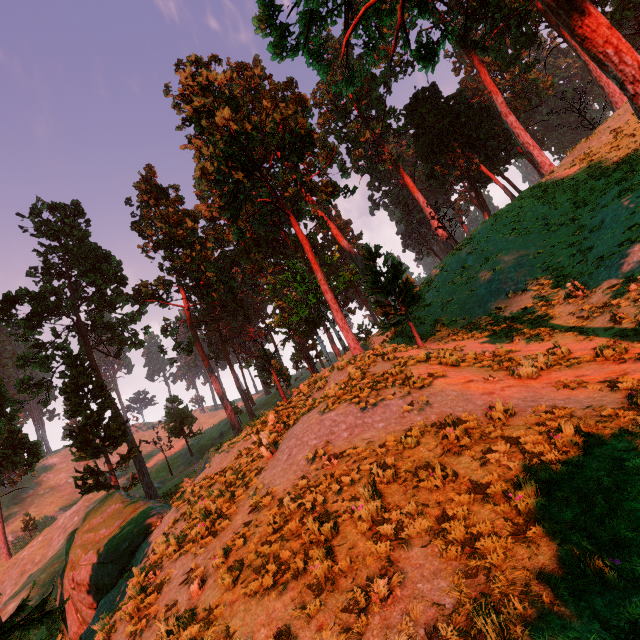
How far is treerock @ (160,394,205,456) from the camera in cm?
4194

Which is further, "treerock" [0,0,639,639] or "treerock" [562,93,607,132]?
"treerock" [562,93,607,132]

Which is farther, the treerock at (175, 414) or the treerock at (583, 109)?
the treerock at (175, 414)

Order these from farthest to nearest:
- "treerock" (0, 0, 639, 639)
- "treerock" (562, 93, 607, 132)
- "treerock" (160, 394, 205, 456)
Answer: "treerock" (160, 394, 205, 456)
"treerock" (562, 93, 607, 132)
"treerock" (0, 0, 639, 639)

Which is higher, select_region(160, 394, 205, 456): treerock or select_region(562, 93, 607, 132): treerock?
select_region(562, 93, 607, 132): treerock

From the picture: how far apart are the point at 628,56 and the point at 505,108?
33.9 meters

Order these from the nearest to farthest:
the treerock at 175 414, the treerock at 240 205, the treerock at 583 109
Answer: the treerock at 240 205 < the treerock at 583 109 < the treerock at 175 414
